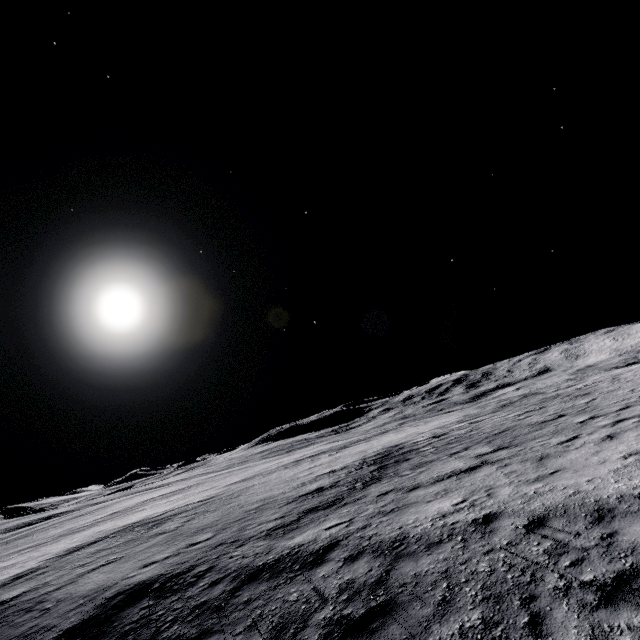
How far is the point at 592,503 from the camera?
6.50m
